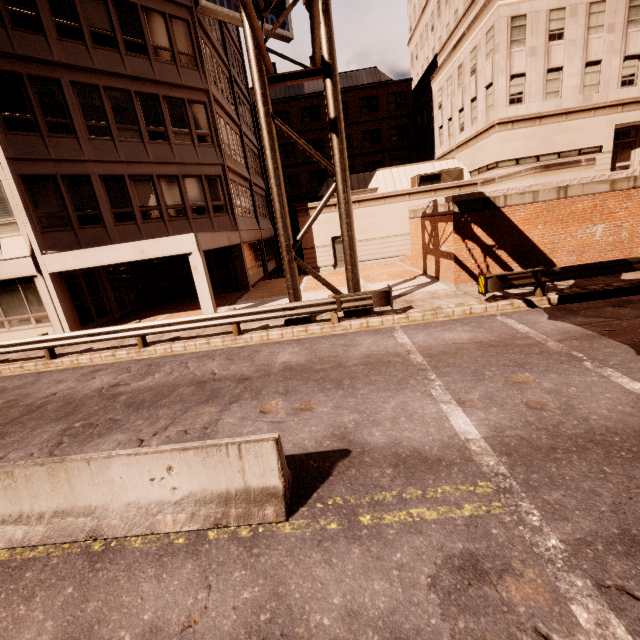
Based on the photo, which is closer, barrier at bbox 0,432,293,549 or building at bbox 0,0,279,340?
barrier at bbox 0,432,293,549

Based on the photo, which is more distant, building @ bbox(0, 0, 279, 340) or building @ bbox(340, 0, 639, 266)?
building @ bbox(340, 0, 639, 266)

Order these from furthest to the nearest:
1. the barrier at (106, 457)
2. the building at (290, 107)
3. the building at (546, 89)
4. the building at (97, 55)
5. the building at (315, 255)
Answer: the building at (290, 107)
the building at (315, 255)
the building at (546, 89)
the building at (97, 55)
the barrier at (106, 457)

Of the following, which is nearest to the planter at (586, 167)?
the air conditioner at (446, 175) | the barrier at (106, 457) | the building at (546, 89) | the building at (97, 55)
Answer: the building at (546, 89)

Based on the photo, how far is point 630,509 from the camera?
3.5 meters

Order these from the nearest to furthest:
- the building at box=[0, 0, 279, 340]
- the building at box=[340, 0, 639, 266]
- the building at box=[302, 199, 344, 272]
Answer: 1. the building at box=[0, 0, 279, 340]
2. the building at box=[340, 0, 639, 266]
3. the building at box=[302, 199, 344, 272]

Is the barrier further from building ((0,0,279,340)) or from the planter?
the planter

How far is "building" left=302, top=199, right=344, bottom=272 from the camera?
23.00m
